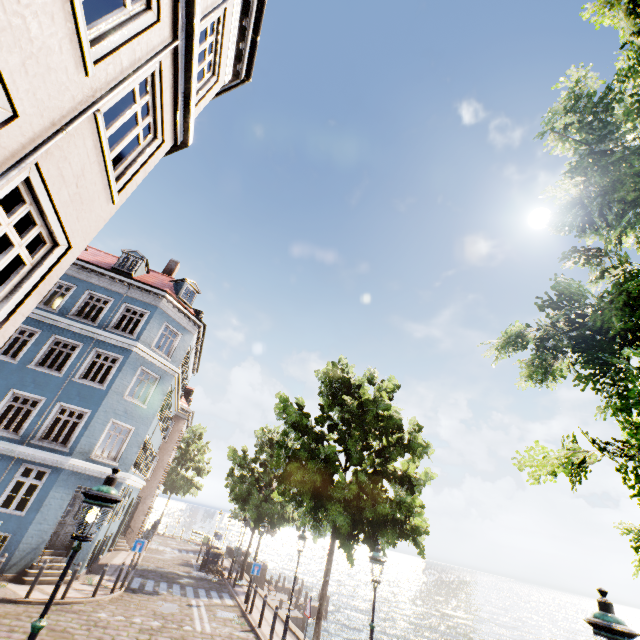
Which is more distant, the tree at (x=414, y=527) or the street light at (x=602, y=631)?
the tree at (x=414, y=527)

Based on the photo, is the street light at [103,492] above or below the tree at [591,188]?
below

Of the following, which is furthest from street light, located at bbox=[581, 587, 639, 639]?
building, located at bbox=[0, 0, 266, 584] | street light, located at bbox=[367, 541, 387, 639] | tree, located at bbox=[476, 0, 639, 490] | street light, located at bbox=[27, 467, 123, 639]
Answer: building, located at bbox=[0, 0, 266, 584]

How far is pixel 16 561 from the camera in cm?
1257

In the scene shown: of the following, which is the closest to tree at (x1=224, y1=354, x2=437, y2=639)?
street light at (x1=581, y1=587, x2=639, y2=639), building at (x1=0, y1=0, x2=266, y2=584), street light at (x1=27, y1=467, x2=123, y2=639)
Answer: street light at (x1=581, y1=587, x2=639, y2=639)

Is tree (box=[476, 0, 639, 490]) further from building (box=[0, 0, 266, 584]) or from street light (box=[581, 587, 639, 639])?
building (box=[0, 0, 266, 584])

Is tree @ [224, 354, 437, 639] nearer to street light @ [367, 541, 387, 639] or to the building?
street light @ [367, 541, 387, 639]
